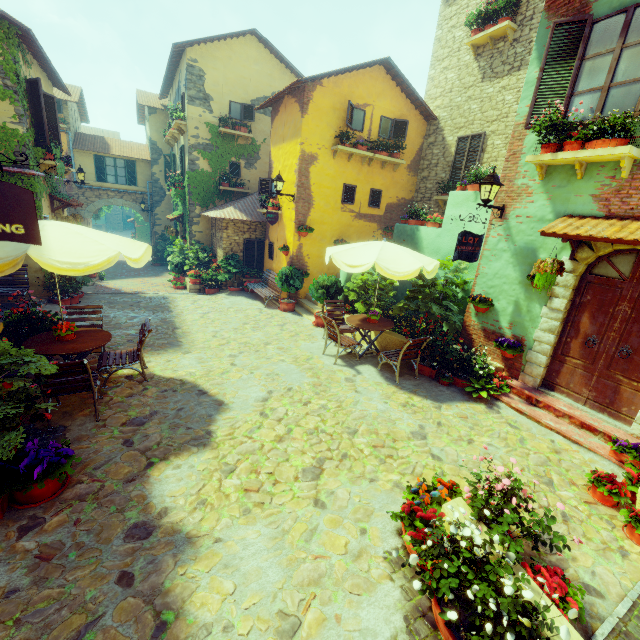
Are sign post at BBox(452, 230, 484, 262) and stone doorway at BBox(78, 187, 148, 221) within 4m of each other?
no

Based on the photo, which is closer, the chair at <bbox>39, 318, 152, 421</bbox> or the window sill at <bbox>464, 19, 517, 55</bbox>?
the chair at <bbox>39, 318, 152, 421</bbox>

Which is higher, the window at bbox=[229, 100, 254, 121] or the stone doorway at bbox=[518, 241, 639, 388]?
the window at bbox=[229, 100, 254, 121]

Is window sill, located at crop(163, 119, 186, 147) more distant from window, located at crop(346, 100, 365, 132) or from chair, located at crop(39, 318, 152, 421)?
chair, located at crop(39, 318, 152, 421)

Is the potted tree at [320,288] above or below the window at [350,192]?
below

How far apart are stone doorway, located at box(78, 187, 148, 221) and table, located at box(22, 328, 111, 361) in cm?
1833

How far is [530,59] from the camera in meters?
6.2 m

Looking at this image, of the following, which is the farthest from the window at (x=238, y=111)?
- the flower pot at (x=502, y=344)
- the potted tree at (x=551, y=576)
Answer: the potted tree at (x=551, y=576)
